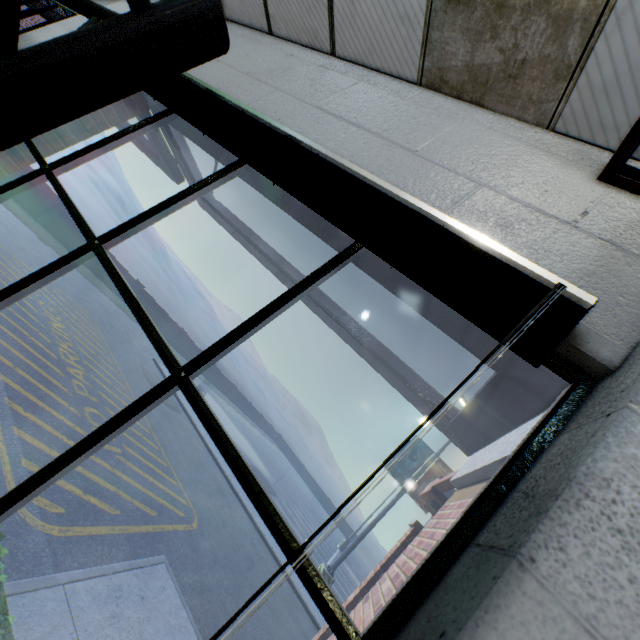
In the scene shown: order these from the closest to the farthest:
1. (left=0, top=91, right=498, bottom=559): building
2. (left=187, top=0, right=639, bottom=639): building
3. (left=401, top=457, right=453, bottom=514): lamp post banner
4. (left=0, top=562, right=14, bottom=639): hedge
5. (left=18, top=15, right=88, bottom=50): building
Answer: (left=187, top=0, right=639, bottom=639): building
(left=0, top=91, right=498, bottom=559): building
(left=0, top=562, right=14, bottom=639): hedge
(left=18, top=15, right=88, bottom=50): building
(left=401, top=457, right=453, bottom=514): lamp post banner

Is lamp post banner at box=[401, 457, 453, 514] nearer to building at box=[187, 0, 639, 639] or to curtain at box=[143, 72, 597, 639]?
building at box=[187, 0, 639, 639]

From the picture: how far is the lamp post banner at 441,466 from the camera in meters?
13.0

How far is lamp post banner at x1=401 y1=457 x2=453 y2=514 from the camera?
12.99m

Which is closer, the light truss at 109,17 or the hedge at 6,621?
the light truss at 109,17

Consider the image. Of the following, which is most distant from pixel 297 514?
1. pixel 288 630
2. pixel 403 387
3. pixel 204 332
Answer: pixel 204 332

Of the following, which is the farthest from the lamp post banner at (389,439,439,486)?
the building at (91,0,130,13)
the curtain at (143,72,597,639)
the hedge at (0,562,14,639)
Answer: the curtain at (143,72,597,639)

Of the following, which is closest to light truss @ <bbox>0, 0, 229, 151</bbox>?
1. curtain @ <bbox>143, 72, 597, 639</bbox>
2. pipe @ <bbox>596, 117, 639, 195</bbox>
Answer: curtain @ <bbox>143, 72, 597, 639</bbox>
